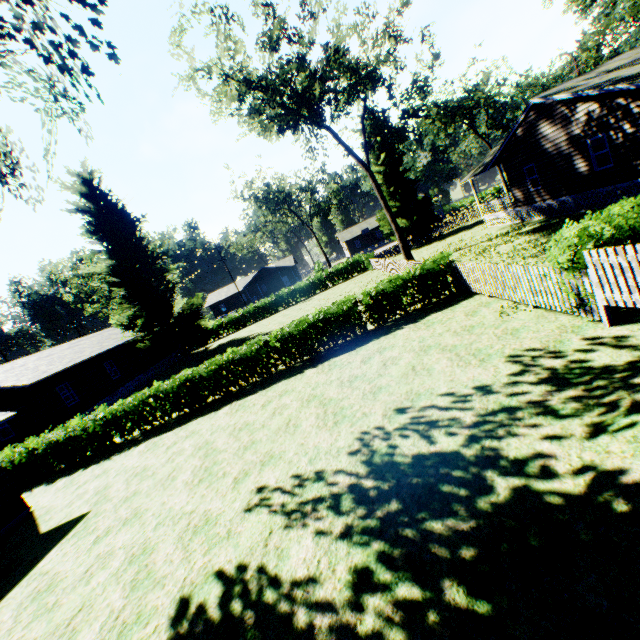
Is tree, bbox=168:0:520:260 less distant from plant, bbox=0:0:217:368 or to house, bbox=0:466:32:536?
plant, bbox=0:0:217:368

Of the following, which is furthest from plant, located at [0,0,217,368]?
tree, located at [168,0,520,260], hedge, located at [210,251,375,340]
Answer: hedge, located at [210,251,375,340]

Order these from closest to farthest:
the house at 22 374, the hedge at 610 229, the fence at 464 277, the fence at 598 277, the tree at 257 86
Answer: the fence at 598 277 < the hedge at 610 229 < the fence at 464 277 < the tree at 257 86 < the house at 22 374

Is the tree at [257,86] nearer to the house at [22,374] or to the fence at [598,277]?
the fence at [598,277]

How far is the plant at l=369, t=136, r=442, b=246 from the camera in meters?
35.2 m

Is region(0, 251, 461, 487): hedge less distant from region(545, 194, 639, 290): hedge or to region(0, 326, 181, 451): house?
region(0, 326, 181, 451): house

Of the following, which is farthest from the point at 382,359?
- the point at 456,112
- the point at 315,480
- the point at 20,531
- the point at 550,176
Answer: the point at 456,112

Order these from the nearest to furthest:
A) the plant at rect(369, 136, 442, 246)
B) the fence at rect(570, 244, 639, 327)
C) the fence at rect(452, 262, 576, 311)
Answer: the fence at rect(570, 244, 639, 327)
the fence at rect(452, 262, 576, 311)
the plant at rect(369, 136, 442, 246)
